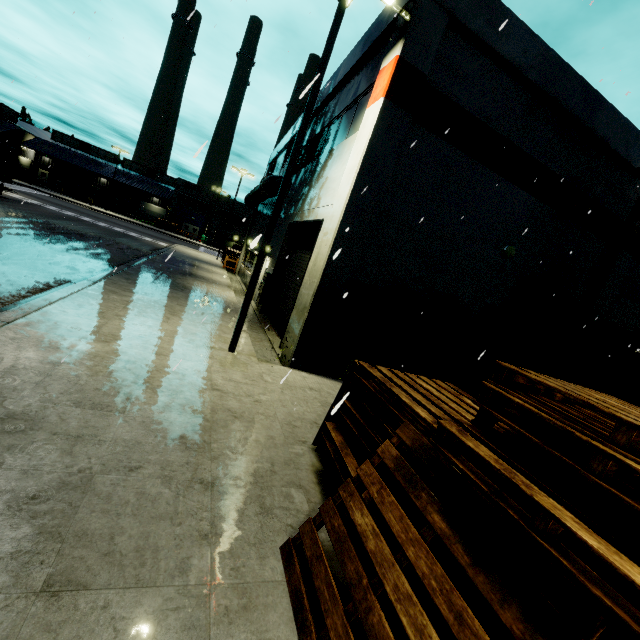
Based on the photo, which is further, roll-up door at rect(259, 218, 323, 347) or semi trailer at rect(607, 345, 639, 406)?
roll-up door at rect(259, 218, 323, 347)

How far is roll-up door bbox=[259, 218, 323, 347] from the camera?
11.8m

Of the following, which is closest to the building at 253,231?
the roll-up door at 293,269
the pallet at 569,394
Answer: the roll-up door at 293,269

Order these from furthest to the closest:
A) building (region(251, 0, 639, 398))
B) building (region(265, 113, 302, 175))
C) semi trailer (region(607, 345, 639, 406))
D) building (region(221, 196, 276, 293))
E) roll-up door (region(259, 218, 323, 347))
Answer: building (region(221, 196, 276, 293))
building (region(265, 113, 302, 175))
roll-up door (region(259, 218, 323, 347))
building (region(251, 0, 639, 398))
semi trailer (region(607, 345, 639, 406))

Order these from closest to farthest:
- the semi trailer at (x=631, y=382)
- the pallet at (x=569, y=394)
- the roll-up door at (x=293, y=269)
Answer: the pallet at (x=569, y=394)
the semi trailer at (x=631, y=382)
the roll-up door at (x=293, y=269)

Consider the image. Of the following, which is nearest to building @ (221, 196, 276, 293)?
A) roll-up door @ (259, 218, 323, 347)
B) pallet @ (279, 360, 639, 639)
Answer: roll-up door @ (259, 218, 323, 347)

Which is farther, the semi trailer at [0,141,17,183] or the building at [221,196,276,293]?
the semi trailer at [0,141,17,183]

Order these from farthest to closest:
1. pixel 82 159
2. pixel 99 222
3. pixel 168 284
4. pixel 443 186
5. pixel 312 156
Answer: pixel 82 159 < pixel 99 222 < pixel 312 156 < pixel 168 284 < pixel 443 186
